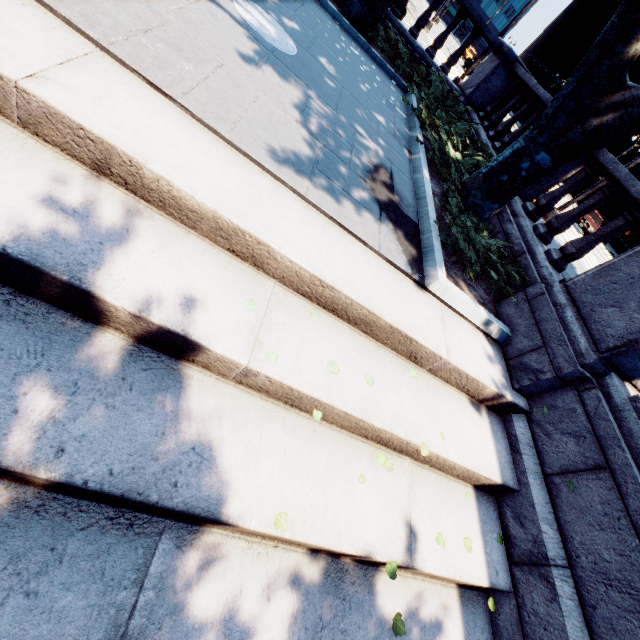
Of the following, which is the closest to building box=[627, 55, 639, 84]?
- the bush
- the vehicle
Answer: the vehicle

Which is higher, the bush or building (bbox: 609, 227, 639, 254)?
building (bbox: 609, 227, 639, 254)

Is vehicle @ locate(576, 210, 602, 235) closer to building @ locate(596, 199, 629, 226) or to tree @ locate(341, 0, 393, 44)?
tree @ locate(341, 0, 393, 44)

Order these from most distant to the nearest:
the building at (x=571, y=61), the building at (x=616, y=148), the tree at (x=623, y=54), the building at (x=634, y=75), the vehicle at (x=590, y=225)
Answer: the building at (x=571, y=61)
the building at (x=634, y=75)
the building at (x=616, y=148)
the vehicle at (x=590, y=225)
the tree at (x=623, y=54)

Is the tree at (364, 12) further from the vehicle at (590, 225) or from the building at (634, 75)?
the building at (634, 75)

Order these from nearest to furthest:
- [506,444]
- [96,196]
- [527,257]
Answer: [96,196] < [506,444] < [527,257]

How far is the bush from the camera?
4.67m

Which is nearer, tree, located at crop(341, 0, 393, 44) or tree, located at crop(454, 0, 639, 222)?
tree, located at crop(454, 0, 639, 222)
